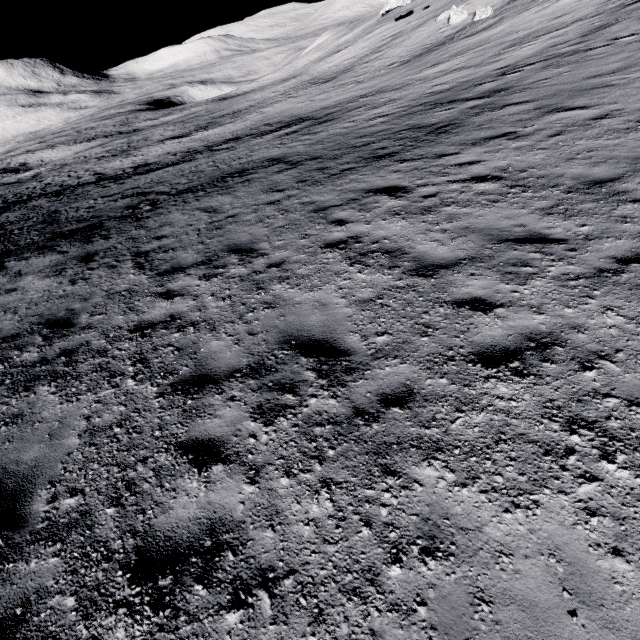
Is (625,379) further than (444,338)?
No
